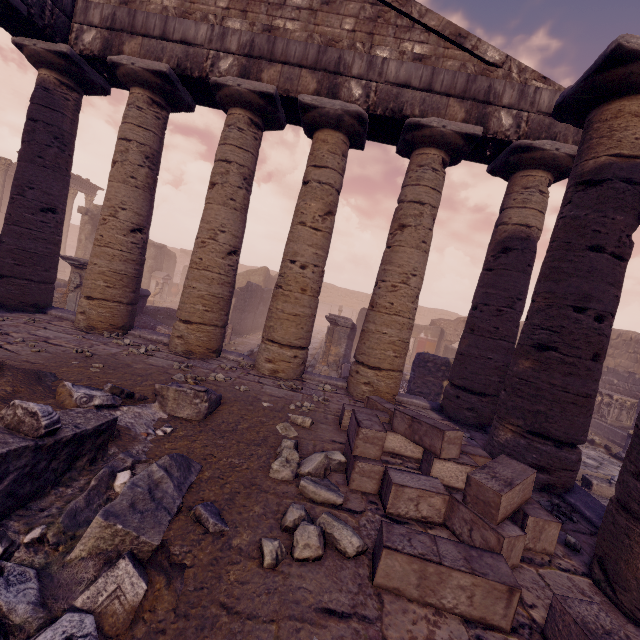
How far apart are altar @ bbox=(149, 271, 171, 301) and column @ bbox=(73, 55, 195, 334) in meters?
16.2 m

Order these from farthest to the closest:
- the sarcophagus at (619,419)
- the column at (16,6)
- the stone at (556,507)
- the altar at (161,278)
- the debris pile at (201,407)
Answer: the altar at (161,278), the sarcophagus at (619,419), the column at (16,6), the stone at (556,507), the debris pile at (201,407)

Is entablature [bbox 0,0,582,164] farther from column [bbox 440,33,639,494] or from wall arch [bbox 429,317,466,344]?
wall arch [bbox 429,317,466,344]

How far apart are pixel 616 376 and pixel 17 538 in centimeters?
2028cm

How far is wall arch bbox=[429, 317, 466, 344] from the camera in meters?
22.0 m

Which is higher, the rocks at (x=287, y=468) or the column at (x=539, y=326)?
the column at (x=539, y=326)

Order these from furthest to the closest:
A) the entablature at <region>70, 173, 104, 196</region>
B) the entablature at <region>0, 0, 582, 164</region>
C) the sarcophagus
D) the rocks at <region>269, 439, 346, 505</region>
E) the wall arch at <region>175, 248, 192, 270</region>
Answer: the wall arch at <region>175, 248, 192, 270</region> → the entablature at <region>70, 173, 104, 196</region> → the sarcophagus → the entablature at <region>0, 0, 582, 164</region> → the rocks at <region>269, 439, 346, 505</region>

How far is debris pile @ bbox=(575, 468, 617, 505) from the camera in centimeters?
612cm
